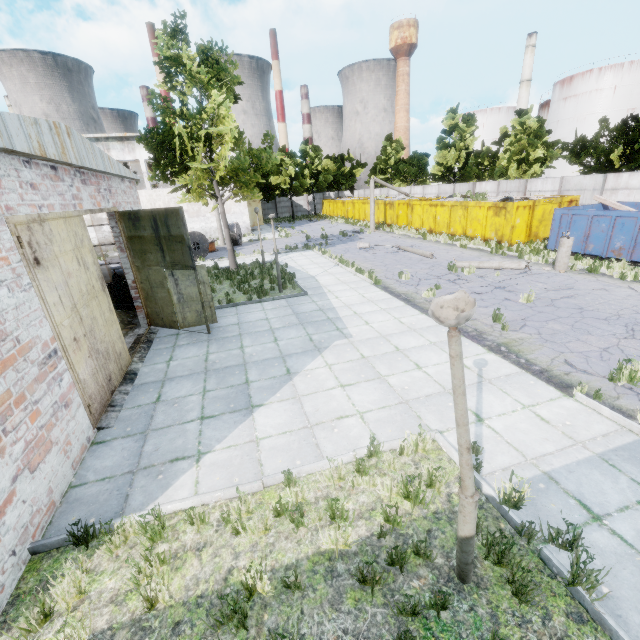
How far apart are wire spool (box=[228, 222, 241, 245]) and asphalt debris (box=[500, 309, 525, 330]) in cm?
2178

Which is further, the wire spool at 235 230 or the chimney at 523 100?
the chimney at 523 100

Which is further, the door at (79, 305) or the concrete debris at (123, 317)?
the concrete debris at (123, 317)

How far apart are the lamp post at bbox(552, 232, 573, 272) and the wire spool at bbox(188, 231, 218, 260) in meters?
21.2

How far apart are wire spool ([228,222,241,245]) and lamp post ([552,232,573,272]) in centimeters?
2239cm

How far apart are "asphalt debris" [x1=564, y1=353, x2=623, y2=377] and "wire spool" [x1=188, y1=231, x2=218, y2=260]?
22.06m

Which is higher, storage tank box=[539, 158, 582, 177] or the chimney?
the chimney

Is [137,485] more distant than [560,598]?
Yes
